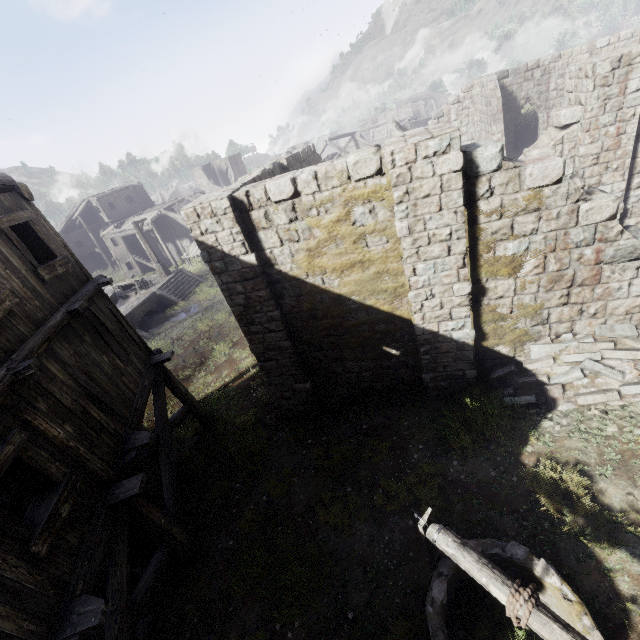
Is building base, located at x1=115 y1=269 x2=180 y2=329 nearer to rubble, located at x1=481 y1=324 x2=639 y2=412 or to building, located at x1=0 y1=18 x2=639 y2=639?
building, located at x1=0 y1=18 x2=639 y2=639

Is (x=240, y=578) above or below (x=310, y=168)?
below

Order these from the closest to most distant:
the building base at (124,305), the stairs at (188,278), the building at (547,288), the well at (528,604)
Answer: the well at (528,604) < the building at (547,288) < the building base at (124,305) < the stairs at (188,278)

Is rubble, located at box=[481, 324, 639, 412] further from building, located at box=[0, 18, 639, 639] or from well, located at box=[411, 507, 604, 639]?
well, located at box=[411, 507, 604, 639]

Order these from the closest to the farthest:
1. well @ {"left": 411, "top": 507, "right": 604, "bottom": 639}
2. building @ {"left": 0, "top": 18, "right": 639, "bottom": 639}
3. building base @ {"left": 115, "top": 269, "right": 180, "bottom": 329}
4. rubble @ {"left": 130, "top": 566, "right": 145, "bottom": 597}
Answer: well @ {"left": 411, "top": 507, "right": 604, "bottom": 639} → building @ {"left": 0, "top": 18, "right": 639, "bottom": 639} → rubble @ {"left": 130, "top": 566, "right": 145, "bottom": 597} → building base @ {"left": 115, "top": 269, "right": 180, "bottom": 329}

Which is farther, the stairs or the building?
the stairs

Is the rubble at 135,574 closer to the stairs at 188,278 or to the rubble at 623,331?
the rubble at 623,331

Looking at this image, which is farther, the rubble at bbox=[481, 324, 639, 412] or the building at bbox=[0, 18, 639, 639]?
the rubble at bbox=[481, 324, 639, 412]
